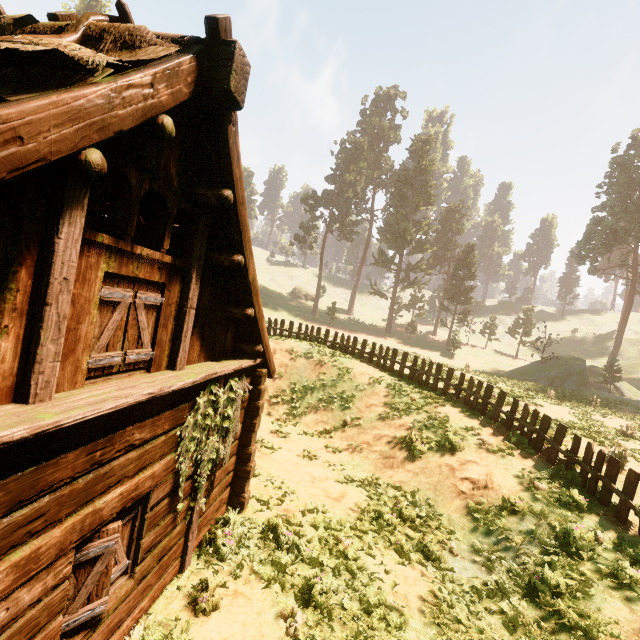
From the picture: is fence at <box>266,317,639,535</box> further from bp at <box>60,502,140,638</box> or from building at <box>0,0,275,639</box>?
bp at <box>60,502,140,638</box>

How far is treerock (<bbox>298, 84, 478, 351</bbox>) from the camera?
49.5 meters

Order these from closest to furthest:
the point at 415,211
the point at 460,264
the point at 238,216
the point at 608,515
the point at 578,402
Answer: the point at 238,216
the point at 608,515
the point at 578,402
the point at 460,264
the point at 415,211

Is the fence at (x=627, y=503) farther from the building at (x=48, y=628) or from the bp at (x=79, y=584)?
the bp at (x=79, y=584)

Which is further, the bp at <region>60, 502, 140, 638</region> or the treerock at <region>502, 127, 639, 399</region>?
the treerock at <region>502, 127, 639, 399</region>

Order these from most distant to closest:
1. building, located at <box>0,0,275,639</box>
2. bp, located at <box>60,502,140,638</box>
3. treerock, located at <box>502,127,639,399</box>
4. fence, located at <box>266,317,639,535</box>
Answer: treerock, located at <box>502,127,639,399</box> < fence, located at <box>266,317,639,535</box> < bp, located at <box>60,502,140,638</box> < building, located at <box>0,0,275,639</box>

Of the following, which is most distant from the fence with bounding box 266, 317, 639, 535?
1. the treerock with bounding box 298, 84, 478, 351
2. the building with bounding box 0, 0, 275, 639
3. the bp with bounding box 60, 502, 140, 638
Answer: the bp with bounding box 60, 502, 140, 638

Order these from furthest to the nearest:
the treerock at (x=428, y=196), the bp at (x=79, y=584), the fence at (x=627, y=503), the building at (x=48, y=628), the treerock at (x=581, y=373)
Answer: the treerock at (x=428, y=196)
the treerock at (x=581, y=373)
the fence at (x=627, y=503)
the bp at (x=79, y=584)
the building at (x=48, y=628)
